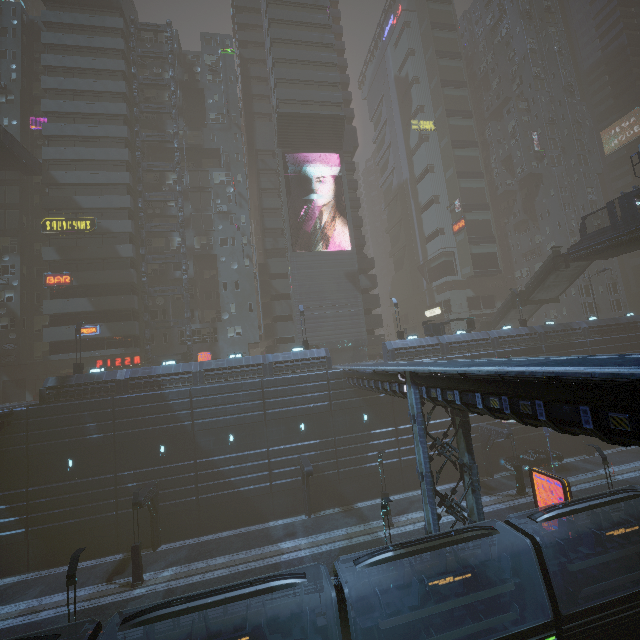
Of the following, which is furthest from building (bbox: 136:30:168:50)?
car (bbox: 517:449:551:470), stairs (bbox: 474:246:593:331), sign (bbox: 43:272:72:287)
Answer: stairs (bbox: 474:246:593:331)

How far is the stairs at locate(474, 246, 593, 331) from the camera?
35.3m

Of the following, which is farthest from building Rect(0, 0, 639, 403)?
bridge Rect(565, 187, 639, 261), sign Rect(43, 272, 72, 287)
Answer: bridge Rect(565, 187, 639, 261)

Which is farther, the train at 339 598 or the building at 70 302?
the building at 70 302

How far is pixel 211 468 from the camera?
26.70m

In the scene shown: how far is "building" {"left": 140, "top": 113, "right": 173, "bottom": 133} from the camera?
42.3 meters

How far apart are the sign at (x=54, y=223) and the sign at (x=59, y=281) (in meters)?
4.34
